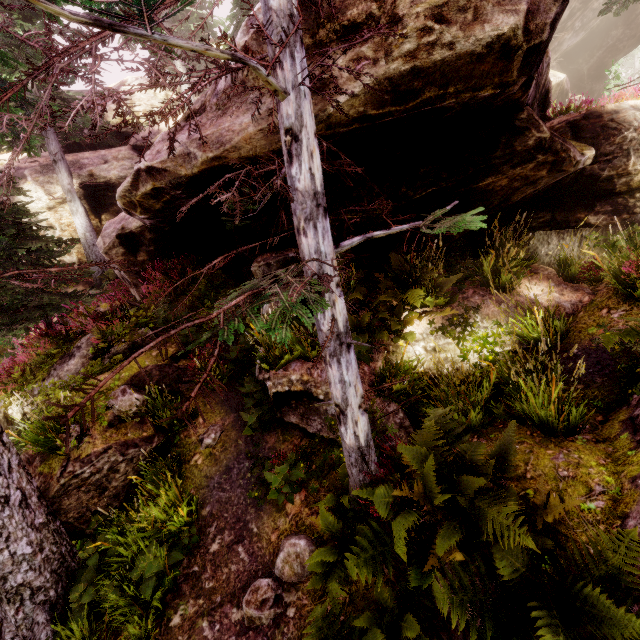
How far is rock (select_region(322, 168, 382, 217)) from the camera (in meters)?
5.50

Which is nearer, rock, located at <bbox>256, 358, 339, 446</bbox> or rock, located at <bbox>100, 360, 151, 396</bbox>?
rock, located at <bbox>256, 358, 339, 446</bbox>

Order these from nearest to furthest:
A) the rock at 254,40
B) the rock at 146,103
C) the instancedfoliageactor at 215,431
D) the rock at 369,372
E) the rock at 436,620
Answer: the rock at 436,620 < the rock at 254,40 < the rock at 369,372 < the instancedfoliageactor at 215,431 < the rock at 146,103

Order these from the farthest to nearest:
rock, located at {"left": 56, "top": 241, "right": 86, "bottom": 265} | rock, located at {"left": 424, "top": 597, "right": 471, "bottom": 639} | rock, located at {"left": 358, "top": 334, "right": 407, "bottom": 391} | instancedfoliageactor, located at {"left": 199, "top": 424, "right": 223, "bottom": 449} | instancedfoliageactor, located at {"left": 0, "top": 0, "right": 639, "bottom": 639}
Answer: rock, located at {"left": 56, "top": 241, "right": 86, "bottom": 265}, instancedfoliageactor, located at {"left": 199, "top": 424, "right": 223, "bottom": 449}, rock, located at {"left": 358, "top": 334, "right": 407, "bottom": 391}, rock, located at {"left": 424, "top": 597, "right": 471, "bottom": 639}, instancedfoliageactor, located at {"left": 0, "top": 0, "right": 639, "bottom": 639}

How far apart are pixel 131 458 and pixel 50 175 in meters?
14.0 m

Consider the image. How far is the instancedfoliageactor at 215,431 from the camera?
6.38m
